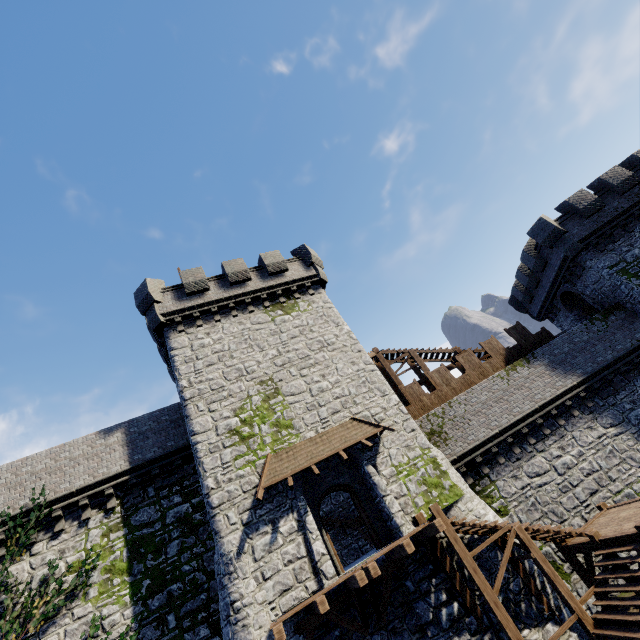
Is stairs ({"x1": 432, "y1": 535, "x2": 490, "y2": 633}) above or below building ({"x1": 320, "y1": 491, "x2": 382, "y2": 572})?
below

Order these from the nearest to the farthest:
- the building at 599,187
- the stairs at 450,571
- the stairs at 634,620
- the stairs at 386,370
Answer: the stairs at 634,620 → the stairs at 450,571 → the building at 599,187 → the stairs at 386,370

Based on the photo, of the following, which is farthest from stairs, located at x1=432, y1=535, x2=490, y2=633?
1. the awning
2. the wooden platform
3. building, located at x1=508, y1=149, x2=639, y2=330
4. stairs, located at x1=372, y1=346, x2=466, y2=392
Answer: building, located at x1=508, y1=149, x2=639, y2=330

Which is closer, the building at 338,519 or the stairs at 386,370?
the building at 338,519

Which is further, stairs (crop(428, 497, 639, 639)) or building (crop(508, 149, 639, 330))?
building (crop(508, 149, 639, 330))

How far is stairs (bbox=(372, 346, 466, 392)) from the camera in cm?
2102

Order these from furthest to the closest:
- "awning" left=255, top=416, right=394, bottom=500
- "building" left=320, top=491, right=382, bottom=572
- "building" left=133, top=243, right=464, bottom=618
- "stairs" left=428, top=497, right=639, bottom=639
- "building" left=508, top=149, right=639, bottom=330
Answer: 1. "building" left=508, top=149, right=639, bottom=330
2. "building" left=320, top=491, right=382, bottom=572
3. "awning" left=255, top=416, right=394, bottom=500
4. "building" left=133, top=243, right=464, bottom=618
5. "stairs" left=428, top=497, right=639, bottom=639

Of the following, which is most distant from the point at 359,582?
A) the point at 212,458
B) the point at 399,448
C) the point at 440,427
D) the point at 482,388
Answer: the point at 482,388
